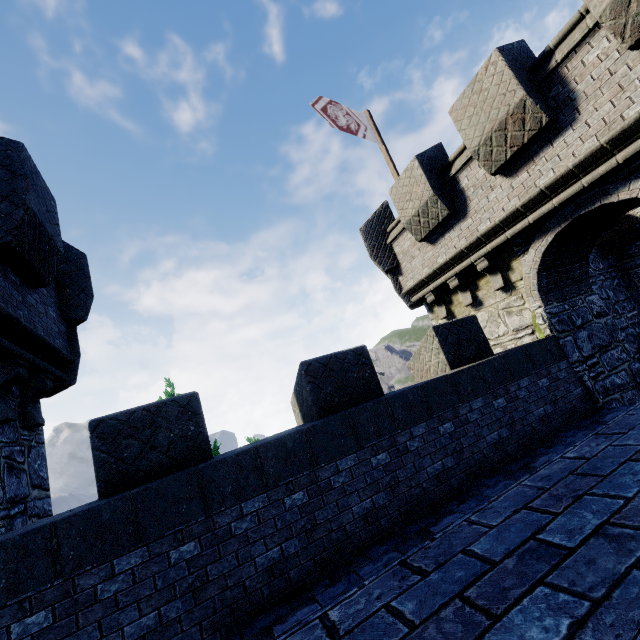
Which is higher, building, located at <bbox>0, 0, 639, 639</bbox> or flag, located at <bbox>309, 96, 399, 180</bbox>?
flag, located at <bbox>309, 96, 399, 180</bbox>

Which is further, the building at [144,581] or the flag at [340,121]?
the flag at [340,121]

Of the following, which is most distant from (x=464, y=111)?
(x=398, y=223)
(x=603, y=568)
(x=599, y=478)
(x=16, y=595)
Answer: (x=16, y=595)

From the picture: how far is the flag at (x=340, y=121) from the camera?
10.2 meters

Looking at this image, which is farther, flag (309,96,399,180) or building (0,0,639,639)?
flag (309,96,399,180)

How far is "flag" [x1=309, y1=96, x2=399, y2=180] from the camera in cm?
1016
